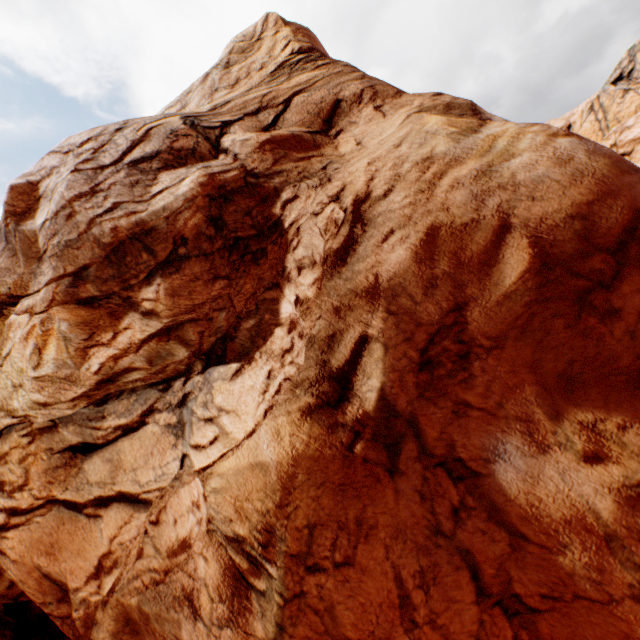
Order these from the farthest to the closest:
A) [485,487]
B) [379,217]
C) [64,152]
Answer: [64,152]
[379,217]
[485,487]
